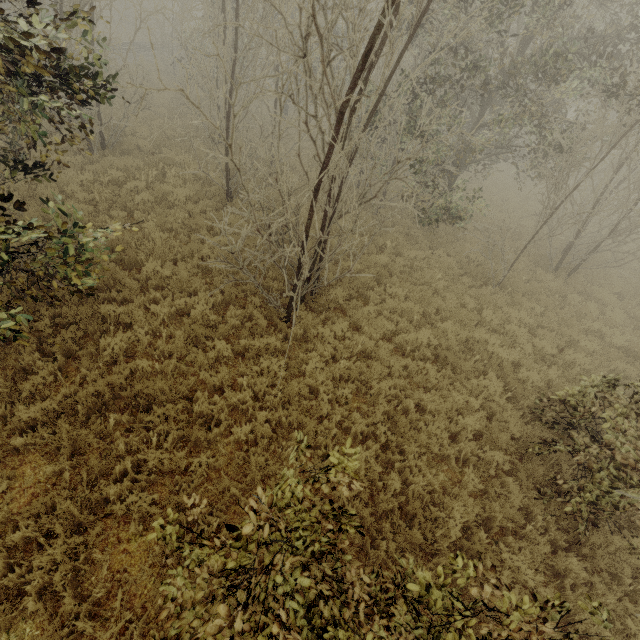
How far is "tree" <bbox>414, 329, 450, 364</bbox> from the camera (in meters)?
7.67

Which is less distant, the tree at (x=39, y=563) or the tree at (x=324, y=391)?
the tree at (x=39, y=563)

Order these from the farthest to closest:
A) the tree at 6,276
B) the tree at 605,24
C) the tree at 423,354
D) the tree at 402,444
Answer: the tree at 423,354 < the tree at 402,444 < the tree at 6,276 < the tree at 605,24

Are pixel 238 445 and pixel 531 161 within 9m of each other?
no

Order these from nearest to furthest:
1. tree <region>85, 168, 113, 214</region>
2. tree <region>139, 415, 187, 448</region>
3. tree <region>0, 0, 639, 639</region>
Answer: tree <region>0, 0, 639, 639</region>, tree <region>139, 415, 187, 448</region>, tree <region>85, 168, 113, 214</region>

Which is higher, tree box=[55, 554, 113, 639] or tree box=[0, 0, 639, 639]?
tree box=[0, 0, 639, 639]
